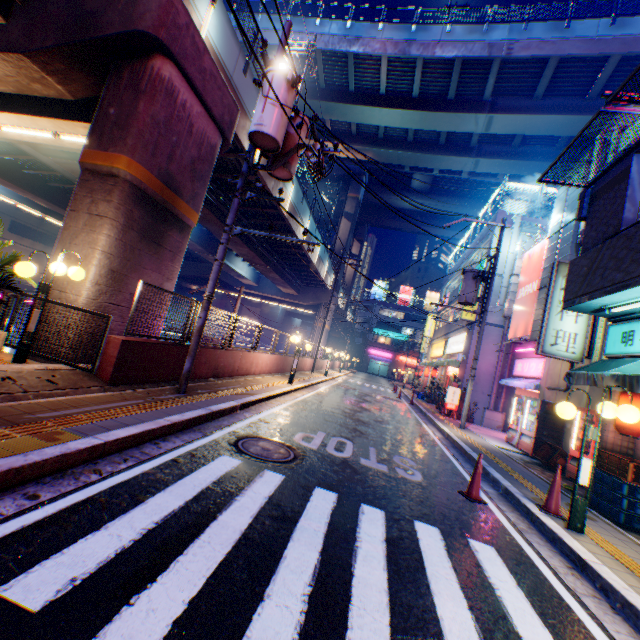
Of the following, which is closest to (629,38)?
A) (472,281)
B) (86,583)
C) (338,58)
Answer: (338,58)

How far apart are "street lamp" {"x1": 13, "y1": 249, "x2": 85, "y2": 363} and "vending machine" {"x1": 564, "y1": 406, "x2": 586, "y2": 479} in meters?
12.3

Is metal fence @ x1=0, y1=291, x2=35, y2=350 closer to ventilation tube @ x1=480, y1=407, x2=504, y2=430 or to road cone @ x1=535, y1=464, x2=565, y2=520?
road cone @ x1=535, y1=464, x2=565, y2=520

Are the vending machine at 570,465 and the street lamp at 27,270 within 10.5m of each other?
no

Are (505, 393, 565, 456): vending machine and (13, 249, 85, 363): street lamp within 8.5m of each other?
no

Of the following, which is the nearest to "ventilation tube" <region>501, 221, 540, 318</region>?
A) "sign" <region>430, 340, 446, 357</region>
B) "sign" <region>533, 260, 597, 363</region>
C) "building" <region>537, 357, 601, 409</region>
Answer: "building" <region>537, 357, 601, 409</region>

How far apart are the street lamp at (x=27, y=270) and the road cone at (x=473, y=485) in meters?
8.5 m

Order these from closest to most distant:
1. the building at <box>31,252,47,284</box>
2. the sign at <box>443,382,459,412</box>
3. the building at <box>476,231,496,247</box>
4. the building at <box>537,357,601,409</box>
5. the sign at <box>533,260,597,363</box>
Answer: the building at <box>537,357,601,409</box> < the sign at <box>533,260,597,363</box> < the sign at <box>443,382,459,412</box> < the building at <box>476,231,496,247</box> < the building at <box>31,252,47,284</box>
